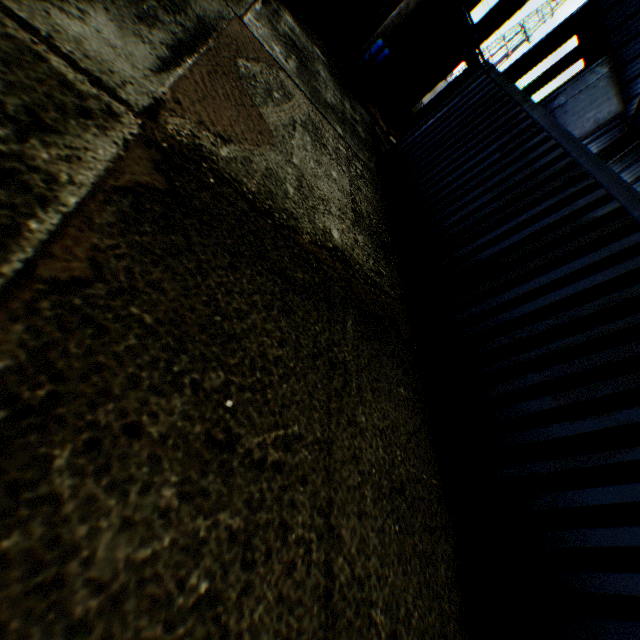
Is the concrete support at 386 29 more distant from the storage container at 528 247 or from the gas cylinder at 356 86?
the storage container at 528 247

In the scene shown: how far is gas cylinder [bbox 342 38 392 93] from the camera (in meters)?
9.14

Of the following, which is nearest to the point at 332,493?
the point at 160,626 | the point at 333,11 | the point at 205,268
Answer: the point at 160,626

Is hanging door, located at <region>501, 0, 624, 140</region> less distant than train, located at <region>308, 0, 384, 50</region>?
No

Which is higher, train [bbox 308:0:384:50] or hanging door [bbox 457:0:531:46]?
hanging door [bbox 457:0:531:46]

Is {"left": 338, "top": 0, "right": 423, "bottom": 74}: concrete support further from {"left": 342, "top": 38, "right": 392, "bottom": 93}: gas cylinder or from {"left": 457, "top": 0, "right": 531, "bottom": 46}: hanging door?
{"left": 457, "top": 0, "right": 531, "bottom": 46}: hanging door

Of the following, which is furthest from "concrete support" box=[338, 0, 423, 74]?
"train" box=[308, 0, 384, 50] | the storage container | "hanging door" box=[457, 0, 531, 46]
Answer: "hanging door" box=[457, 0, 531, 46]

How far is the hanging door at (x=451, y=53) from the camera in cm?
2008
